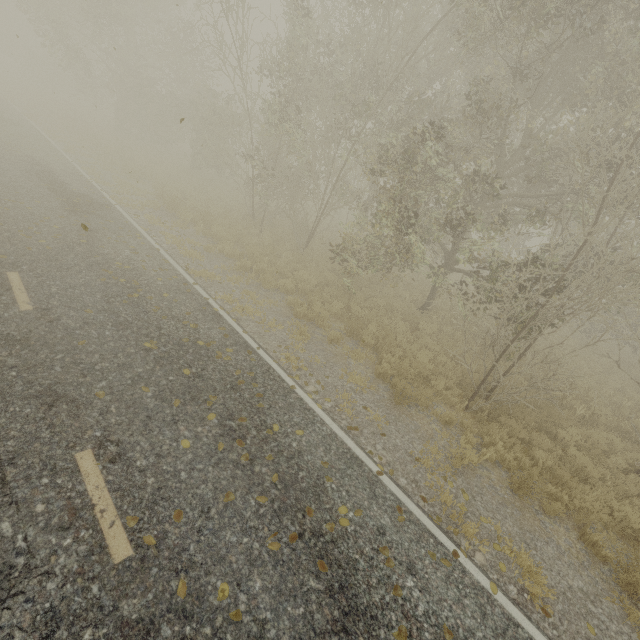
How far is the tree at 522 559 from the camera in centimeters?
462cm

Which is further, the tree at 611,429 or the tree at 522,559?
the tree at 611,429

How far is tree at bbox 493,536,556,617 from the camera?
4.6 meters

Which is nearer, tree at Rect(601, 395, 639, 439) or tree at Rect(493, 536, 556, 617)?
tree at Rect(493, 536, 556, 617)

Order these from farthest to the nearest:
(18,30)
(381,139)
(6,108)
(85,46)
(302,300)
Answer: (18,30) → (6,108) → (85,46) → (381,139) → (302,300)
